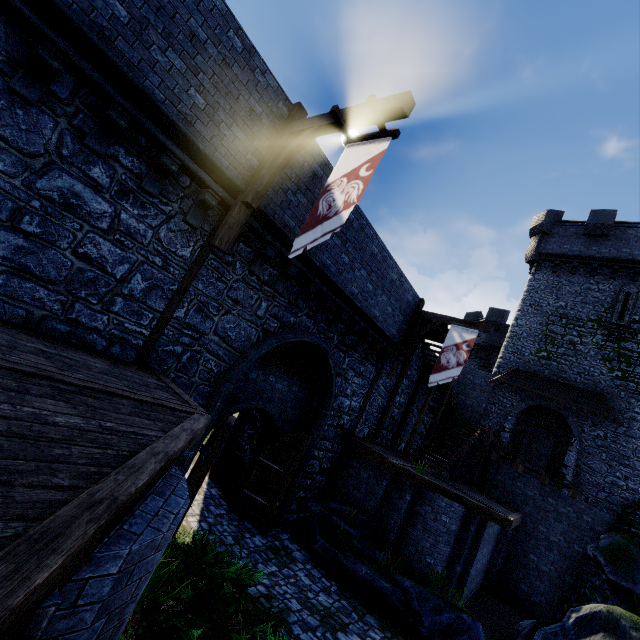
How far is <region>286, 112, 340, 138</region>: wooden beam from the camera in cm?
646

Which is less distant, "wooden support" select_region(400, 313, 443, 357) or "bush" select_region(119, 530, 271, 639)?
"bush" select_region(119, 530, 271, 639)

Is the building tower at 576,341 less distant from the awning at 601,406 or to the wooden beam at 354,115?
the awning at 601,406

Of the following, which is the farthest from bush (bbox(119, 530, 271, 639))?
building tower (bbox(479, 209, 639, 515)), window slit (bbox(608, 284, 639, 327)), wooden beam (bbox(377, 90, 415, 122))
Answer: window slit (bbox(608, 284, 639, 327))

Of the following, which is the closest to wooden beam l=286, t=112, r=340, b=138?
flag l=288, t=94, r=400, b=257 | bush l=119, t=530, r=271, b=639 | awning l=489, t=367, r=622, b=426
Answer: flag l=288, t=94, r=400, b=257

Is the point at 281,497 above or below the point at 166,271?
below

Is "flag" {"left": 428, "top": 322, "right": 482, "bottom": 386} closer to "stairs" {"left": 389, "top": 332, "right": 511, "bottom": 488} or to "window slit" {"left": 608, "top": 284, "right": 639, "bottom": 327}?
"stairs" {"left": 389, "top": 332, "right": 511, "bottom": 488}

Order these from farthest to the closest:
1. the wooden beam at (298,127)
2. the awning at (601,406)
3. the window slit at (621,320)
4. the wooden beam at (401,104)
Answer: the window slit at (621,320) → the awning at (601,406) → the wooden beam at (298,127) → the wooden beam at (401,104)
